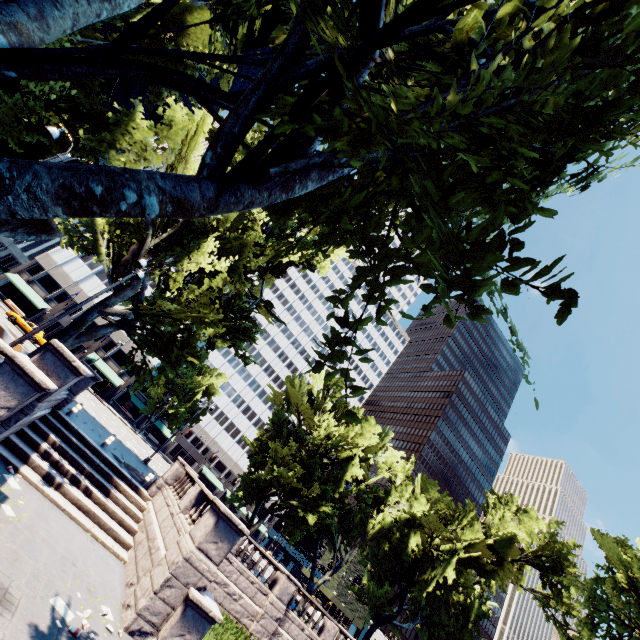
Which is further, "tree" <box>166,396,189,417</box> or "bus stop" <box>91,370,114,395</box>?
"tree" <box>166,396,189,417</box>

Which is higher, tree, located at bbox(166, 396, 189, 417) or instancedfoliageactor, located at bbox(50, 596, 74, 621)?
tree, located at bbox(166, 396, 189, 417)

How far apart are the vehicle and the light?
32.40m

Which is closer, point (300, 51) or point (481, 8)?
point (481, 8)

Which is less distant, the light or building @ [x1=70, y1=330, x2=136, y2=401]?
the light

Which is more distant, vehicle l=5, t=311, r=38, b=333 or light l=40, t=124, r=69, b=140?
vehicle l=5, t=311, r=38, b=333

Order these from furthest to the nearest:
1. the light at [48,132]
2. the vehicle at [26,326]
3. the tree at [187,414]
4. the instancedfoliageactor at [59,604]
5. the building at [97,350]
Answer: the tree at [187,414] < the building at [97,350] < the vehicle at [26,326] < the light at [48,132] < the instancedfoliageactor at [59,604]

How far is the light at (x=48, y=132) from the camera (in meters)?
11.59
